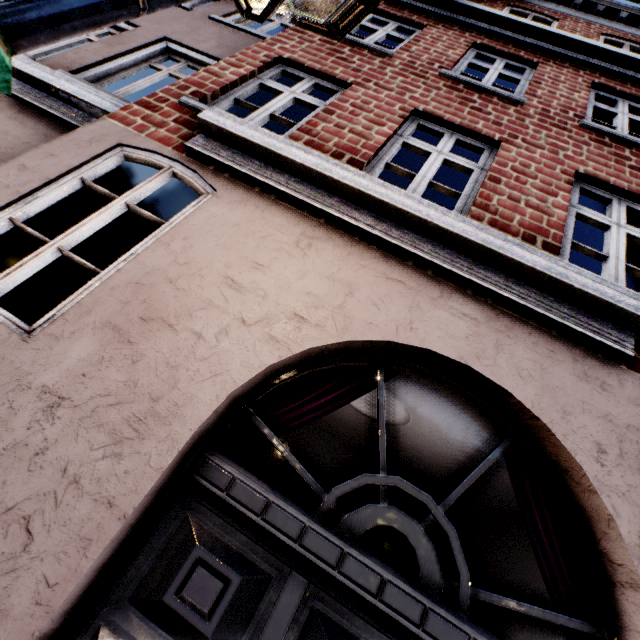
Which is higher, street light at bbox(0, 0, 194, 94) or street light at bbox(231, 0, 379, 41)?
street light at bbox(231, 0, 379, 41)

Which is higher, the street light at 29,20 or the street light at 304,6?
the street light at 304,6

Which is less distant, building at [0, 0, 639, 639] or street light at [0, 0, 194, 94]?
street light at [0, 0, 194, 94]

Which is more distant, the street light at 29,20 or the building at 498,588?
Result: the building at 498,588

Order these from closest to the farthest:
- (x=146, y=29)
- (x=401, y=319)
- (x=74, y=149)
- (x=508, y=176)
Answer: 1. (x=401, y=319)
2. (x=74, y=149)
3. (x=508, y=176)
4. (x=146, y=29)
